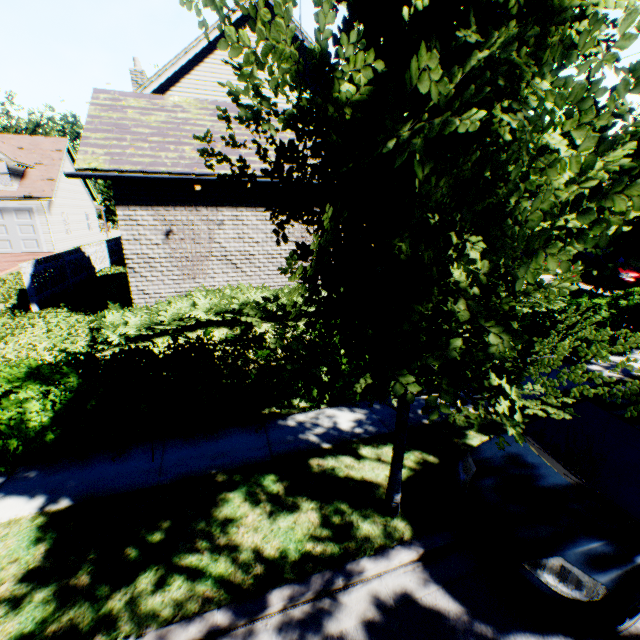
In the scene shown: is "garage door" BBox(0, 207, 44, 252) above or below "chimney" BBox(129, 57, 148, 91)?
below

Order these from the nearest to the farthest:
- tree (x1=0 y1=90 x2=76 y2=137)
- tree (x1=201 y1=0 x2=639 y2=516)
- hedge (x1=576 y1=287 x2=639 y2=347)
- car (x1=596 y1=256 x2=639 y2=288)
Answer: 1. tree (x1=201 y1=0 x2=639 y2=516)
2. hedge (x1=576 y1=287 x2=639 y2=347)
3. car (x1=596 y1=256 x2=639 y2=288)
4. tree (x1=0 y1=90 x2=76 y2=137)

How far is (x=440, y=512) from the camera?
4.4 meters

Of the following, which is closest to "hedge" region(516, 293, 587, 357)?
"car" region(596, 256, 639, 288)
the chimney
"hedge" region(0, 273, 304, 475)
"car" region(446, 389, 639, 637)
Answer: "hedge" region(0, 273, 304, 475)

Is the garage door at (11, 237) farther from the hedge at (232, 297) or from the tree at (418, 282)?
the tree at (418, 282)

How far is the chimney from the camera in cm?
1437

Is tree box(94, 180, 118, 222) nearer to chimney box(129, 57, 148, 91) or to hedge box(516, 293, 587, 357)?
hedge box(516, 293, 587, 357)

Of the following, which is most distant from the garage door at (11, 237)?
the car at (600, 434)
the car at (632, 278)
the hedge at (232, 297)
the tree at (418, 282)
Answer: the car at (632, 278)
